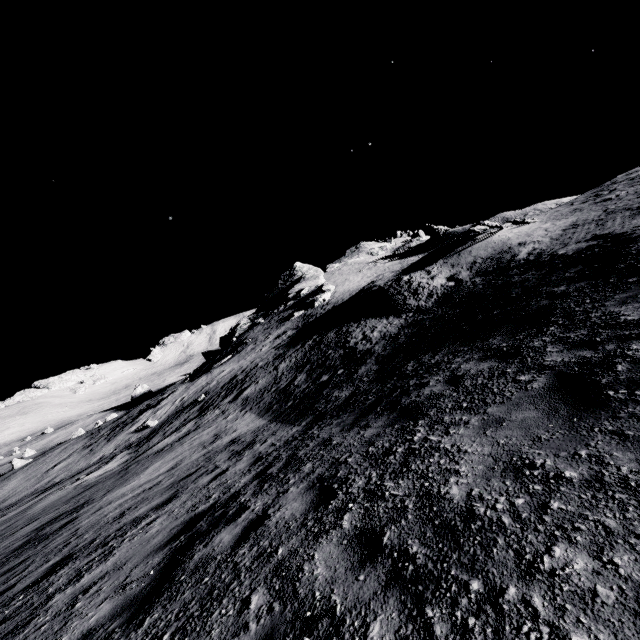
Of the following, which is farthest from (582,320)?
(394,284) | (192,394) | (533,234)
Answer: (192,394)

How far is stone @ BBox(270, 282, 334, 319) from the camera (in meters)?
45.81

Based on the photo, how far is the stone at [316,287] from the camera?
45.8m
